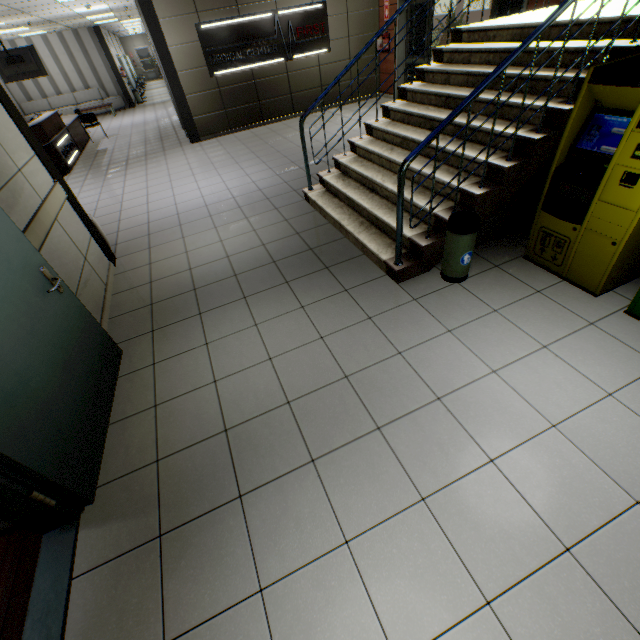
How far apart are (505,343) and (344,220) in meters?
2.5

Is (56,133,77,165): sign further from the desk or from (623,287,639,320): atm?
(623,287,639,320): atm

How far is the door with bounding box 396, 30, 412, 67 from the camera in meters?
8.8 m

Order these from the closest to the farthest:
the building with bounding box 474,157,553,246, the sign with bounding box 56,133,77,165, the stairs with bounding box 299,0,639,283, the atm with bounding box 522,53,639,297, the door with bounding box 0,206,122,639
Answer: the door with bounding box 0,206,122,639 < the atm with bounding box 522,53,639,297 < the stairs with bounding box 299,0,639,283 < the building with bounding box 474,157,553,246 < the sign with bounding box 56,133,77,165

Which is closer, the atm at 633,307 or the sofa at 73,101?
the atm at 633,307

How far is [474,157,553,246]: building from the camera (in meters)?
3.38

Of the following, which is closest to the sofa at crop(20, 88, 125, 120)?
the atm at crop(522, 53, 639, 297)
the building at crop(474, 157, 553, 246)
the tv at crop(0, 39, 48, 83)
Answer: the tv at crop(0, 39, 48, 83)

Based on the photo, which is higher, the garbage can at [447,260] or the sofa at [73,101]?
the sofa at [73,101]
